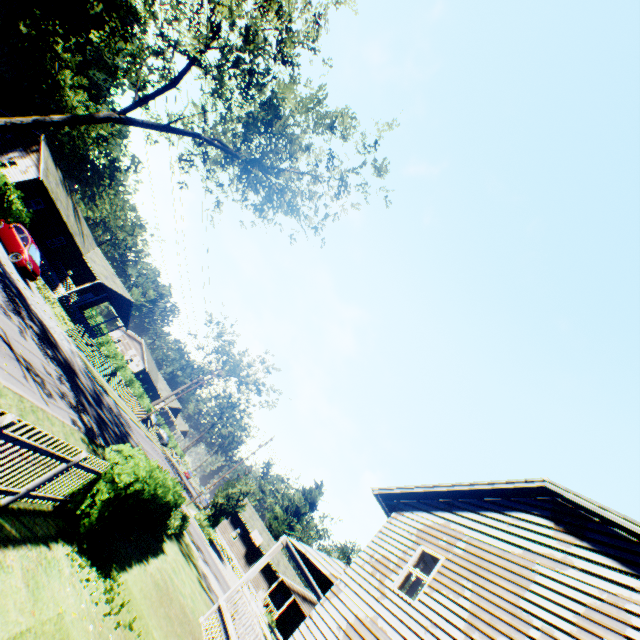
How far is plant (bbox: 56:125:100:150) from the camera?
50.59m

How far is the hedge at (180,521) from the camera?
7.0 meters

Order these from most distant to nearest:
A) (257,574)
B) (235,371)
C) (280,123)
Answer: (235,371) < (257,574) < (280,123)

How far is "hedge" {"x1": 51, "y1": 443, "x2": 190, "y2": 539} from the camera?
7.0 meters

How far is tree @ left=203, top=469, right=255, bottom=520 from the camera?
36.38m

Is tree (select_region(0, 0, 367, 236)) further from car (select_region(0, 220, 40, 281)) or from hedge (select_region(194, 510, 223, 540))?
hedge (select_region(194, 510, 223, 540))

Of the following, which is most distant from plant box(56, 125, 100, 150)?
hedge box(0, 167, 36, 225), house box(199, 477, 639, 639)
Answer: hedge box(0, 167, 36, 225)

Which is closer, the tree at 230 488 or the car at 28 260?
the car at 28 260
